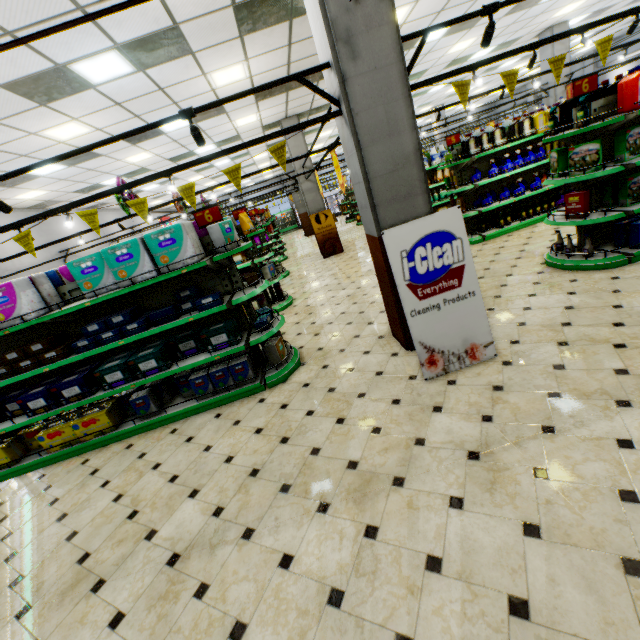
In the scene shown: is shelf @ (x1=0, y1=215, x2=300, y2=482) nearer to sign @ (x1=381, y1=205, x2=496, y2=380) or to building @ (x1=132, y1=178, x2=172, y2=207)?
building @ (x1=132, y1=178, x2=172, y2=207)

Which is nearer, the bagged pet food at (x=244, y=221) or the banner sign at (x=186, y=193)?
the banner sign at (x=186, y=193)

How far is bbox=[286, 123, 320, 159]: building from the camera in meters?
11.6 m

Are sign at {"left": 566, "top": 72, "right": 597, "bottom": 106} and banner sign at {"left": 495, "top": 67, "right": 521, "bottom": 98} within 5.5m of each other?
yes

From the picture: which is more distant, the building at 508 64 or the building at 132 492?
the building at 508 64

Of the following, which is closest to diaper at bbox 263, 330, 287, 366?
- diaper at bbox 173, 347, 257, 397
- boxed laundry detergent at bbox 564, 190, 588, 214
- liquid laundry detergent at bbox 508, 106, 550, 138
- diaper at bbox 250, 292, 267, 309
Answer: diaper at bbox 173, 347, 257, 397

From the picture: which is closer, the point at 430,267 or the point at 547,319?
the point at 430,267

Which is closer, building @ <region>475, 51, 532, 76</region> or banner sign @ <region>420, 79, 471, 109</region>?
banner sign @ <region>420, 79, 471, 109</region>
